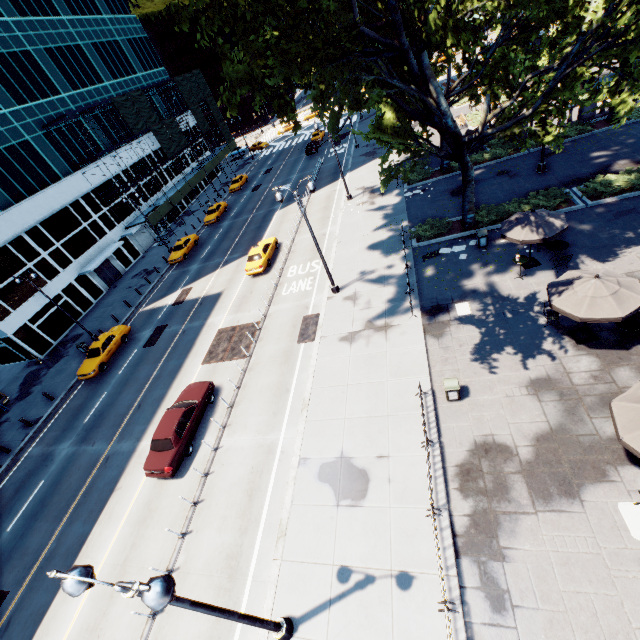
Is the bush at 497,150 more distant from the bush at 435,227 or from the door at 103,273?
the door at 103,273

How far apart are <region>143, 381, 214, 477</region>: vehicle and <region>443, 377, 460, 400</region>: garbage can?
12.0 meters

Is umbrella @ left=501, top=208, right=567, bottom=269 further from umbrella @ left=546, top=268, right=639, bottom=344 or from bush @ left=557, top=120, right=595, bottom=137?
bush @ left=557, top=120, right=595, bottom=137

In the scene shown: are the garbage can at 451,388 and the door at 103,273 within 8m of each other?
no

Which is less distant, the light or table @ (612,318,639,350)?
the light

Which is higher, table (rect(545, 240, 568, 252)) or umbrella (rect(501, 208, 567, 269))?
umbrella (rect(501, 208, 567, 269))

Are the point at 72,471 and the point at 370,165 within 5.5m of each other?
no

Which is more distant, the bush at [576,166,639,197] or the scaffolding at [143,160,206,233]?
the scaffolding at [143,160,206,233]
